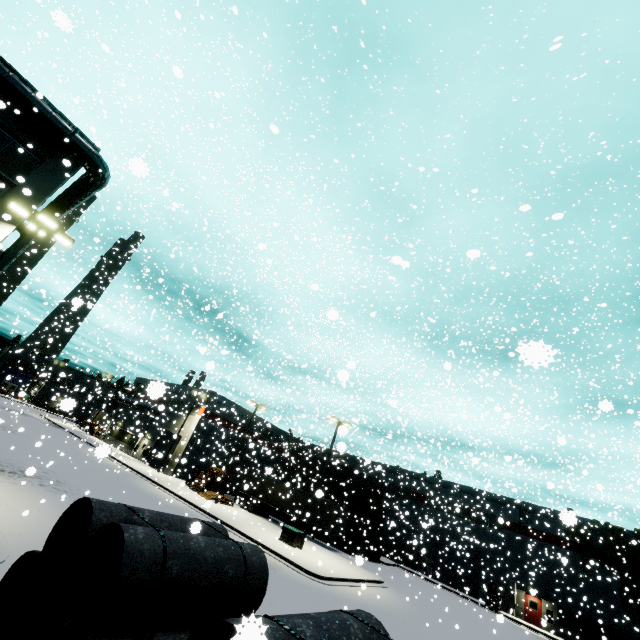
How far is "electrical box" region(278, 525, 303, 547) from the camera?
24.00m

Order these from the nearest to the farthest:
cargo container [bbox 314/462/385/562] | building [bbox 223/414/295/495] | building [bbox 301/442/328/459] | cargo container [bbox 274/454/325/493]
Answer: cargo container [bbox 314/462/385/562] → cargo container [bbox 274/454/325/493] → building [bbox 223/414/295/495] → building [bbox 301/442/328/459]

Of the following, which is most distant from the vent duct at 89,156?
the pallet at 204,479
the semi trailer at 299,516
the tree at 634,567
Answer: the tree at 634,567

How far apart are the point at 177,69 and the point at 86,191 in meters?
16.4

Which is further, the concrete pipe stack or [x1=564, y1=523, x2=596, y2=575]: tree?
[x1=564, y1=523, x2=596, y2=575]: tree

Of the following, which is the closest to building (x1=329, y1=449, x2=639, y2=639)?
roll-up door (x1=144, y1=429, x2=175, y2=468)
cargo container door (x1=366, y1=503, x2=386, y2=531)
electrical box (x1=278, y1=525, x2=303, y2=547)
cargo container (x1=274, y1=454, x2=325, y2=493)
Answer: roll-up door (x1=144, y1=429, x2=175, y2=468)

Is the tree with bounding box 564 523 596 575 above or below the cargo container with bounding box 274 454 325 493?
above

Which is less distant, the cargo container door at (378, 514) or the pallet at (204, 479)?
the pallet at (204, 479)
